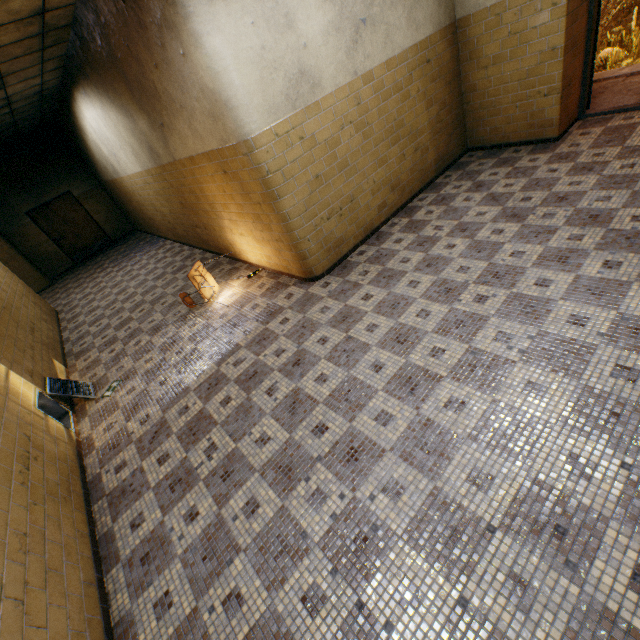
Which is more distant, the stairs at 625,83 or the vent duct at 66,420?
the stairs at 625,83

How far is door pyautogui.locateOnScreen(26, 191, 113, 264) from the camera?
11.51m

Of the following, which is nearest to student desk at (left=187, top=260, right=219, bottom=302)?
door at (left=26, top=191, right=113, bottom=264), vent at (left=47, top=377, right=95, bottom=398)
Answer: vent at (left=47, top=377, right=95, bottom=398)

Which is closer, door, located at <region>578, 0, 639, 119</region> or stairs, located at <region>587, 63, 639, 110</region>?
door, located at <region>578, 0, 639, 119</region>

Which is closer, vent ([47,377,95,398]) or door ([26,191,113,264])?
vent ([47,377,95,398])

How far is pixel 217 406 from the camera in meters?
3.5

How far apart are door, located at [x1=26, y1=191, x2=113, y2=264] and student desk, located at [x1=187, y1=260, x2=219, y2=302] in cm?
987

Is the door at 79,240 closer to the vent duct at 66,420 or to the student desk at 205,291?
the student desk at 205,291
